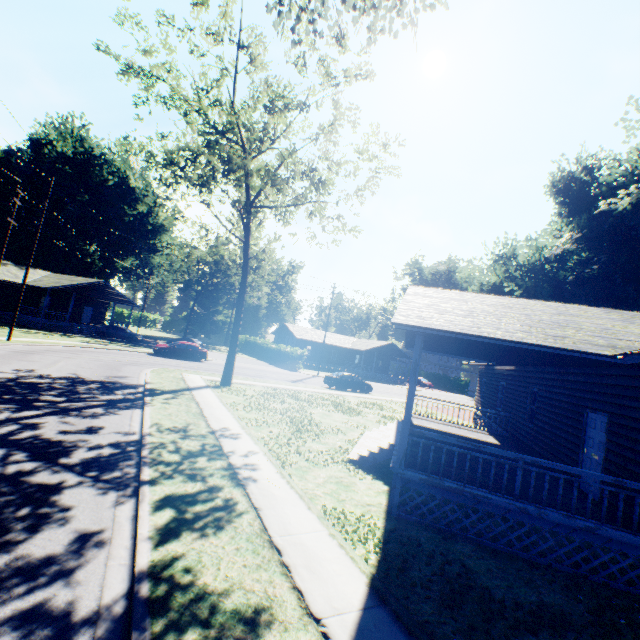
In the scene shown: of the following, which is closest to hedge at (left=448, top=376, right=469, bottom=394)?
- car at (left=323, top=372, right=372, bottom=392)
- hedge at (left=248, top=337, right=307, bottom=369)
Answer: Answer: hedge at (left=248, top=337, right=307, bottom=369)

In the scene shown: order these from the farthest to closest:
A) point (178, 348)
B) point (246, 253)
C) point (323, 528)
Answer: point (178, 348) → point (246, 253) → point (323, 528)

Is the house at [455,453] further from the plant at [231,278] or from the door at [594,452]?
the plant at [231,278]

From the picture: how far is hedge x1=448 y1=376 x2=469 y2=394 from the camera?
→ 57.38m

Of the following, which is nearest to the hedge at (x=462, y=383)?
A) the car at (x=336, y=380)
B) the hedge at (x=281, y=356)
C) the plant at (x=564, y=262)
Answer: the plant at (x=564, y=262)

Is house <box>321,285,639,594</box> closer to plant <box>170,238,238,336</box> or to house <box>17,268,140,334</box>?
plant <box>170,238,238,336</box>

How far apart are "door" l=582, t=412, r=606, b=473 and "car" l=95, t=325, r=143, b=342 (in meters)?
39.97

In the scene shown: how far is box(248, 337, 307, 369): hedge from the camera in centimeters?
4212cm
